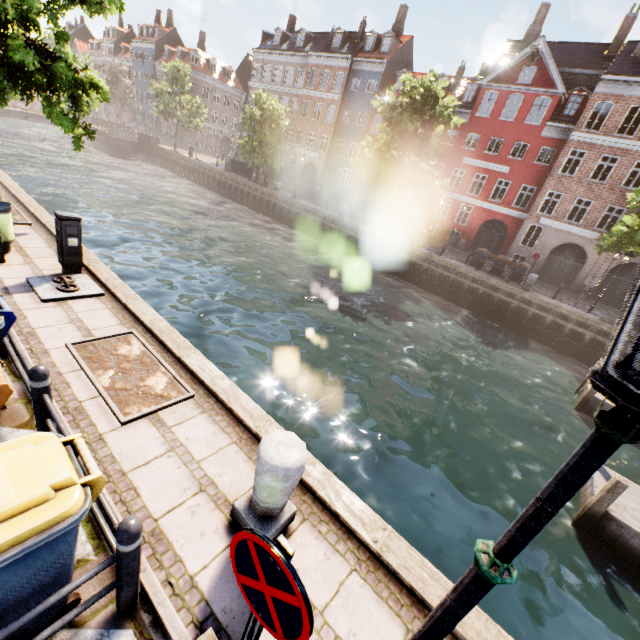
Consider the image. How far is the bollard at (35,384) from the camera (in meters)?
3.14

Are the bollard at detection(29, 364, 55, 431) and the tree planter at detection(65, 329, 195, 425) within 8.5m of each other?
yes

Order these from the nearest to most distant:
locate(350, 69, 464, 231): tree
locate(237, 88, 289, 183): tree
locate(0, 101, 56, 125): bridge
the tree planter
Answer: the tree planter → locate(350, 69, 464, 231): tree → locate(237, 88, 289, 183): tree → locate(0, 101, 56, 125): bridge

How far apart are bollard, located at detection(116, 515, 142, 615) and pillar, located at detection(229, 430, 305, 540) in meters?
0.9 m

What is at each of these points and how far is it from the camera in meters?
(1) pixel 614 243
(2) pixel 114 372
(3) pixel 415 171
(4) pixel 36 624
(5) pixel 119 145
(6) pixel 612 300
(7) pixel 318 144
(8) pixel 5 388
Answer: (1) tree, 17.6
(2) tree planter, 4.7
(3) tree, 21.7
(4) trash bin, 2.3
(5) bridge, 38.4
(6) building, 24.2
(7) building, 37.3
(8) trash bin, 2.7

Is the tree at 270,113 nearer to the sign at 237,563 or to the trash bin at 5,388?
the sign at 237,563

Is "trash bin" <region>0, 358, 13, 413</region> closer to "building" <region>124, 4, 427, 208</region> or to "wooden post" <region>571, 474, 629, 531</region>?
"wooden post" <region>571, 474, 629, 531</region>

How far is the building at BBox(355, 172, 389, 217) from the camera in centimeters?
3425cm
